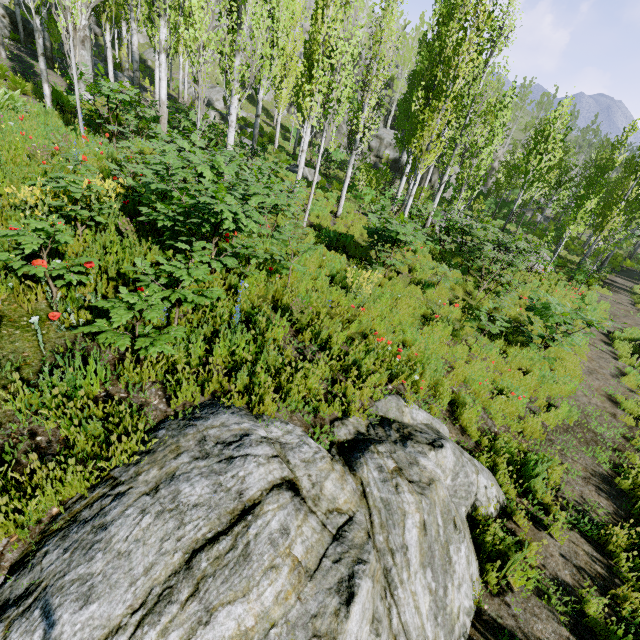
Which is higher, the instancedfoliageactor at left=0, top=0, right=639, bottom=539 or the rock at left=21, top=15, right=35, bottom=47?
the rock at left=21, top=15, right=35, bottom=47

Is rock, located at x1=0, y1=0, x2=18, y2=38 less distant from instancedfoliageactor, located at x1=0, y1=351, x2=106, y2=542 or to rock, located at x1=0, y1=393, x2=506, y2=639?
instancedfoliageactor, located at x1=0, y1=351, x2=106, y2=542

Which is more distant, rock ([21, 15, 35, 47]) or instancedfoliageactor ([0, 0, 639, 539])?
rock ([21, 15, 35, 47])

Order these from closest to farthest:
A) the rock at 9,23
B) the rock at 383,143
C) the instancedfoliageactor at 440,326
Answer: the instancedfoliageactor at 440,326, the rock at 9,23, the rock at 383,143

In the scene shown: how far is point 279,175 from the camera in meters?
16.9 m

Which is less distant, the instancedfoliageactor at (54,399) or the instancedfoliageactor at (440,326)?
the instancedfoliageactor at (54,399)

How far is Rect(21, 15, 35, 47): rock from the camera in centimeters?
2012cm

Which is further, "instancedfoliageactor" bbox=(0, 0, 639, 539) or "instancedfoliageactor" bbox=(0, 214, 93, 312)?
"instancedfoliageactor" bbox=(0, 0, 639, 539)
